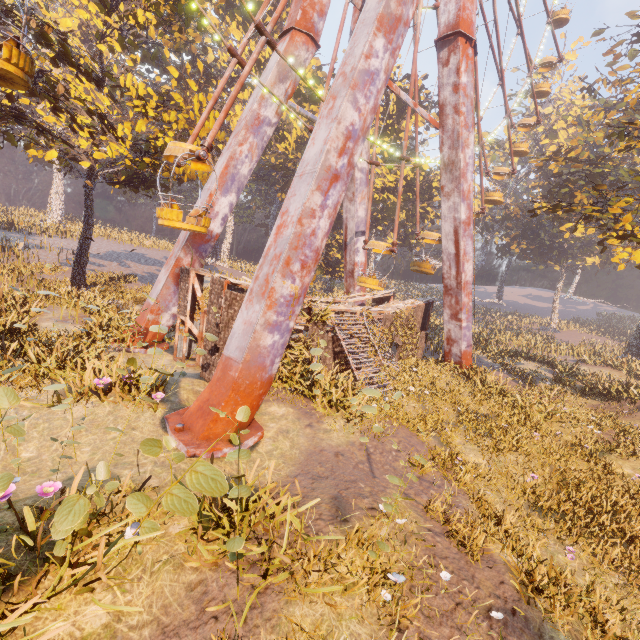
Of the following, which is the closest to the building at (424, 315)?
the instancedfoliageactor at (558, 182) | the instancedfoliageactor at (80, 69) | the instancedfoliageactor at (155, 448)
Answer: the instancedfoliageactor at (80, 69)

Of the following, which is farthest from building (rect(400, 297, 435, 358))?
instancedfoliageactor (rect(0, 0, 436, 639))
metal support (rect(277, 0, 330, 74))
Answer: metal support (rect(277, 0, 330, 74))

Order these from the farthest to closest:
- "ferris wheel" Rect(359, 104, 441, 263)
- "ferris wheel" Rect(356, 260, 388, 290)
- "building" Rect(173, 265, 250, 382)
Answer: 1. "ferris wheel" Rect(356, 260, 388, 290)
2. "ferris wheel" Rect(359, 104, 441, 263)
3. "building" Rect(173, 265, 250, 382)

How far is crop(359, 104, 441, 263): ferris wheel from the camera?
16.17m

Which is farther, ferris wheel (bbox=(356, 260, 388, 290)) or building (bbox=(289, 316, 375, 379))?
ferris wheel (bbox=(356, 260, 388, 290))

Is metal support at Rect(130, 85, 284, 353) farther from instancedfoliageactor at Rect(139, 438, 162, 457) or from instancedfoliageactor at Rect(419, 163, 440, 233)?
instancedfoliageactor at Rect(419, 163, 440, 233)

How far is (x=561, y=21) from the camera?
26.9m

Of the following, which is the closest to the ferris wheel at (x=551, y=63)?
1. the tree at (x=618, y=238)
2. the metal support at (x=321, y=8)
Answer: the metal support at (x=321, y=8)
